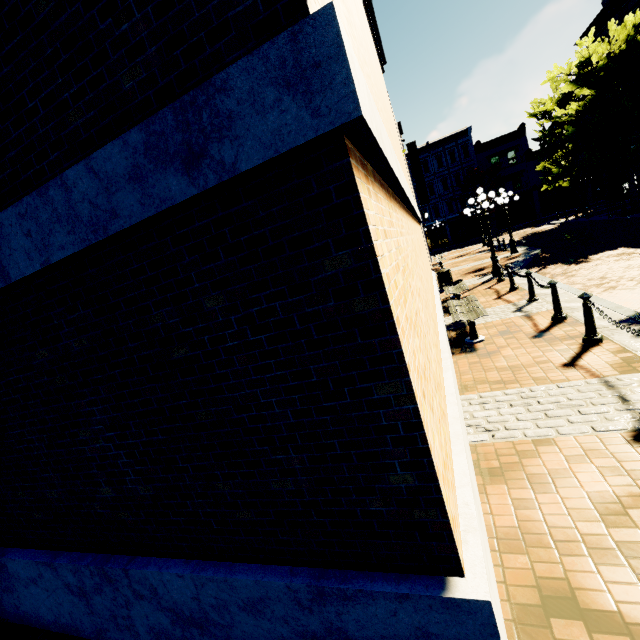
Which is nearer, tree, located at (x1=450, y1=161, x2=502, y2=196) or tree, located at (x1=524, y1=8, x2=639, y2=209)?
tree, located at (x1=524, y1=8, x2=639, y2=209)

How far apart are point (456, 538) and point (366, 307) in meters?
1.3 m

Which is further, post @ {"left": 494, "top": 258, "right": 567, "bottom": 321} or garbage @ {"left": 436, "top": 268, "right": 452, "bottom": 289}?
garbage @ {"left": 436, "top": 268, "right": 452, "bottom": 289}

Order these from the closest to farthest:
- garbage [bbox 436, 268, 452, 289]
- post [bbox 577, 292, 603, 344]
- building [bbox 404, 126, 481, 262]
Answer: post [bbox 577, 292, 603, 344] → garbage [bbox 436, 268, 452, 289] → building [bbox 404, 126, 481, 262]

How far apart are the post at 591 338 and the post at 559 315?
3.2 meters

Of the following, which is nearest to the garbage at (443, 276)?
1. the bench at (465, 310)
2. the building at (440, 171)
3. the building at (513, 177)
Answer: the bench at (465, 310)

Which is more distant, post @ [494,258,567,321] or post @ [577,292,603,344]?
post @ [494,258,567,321]

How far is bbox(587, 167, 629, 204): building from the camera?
28.8m
